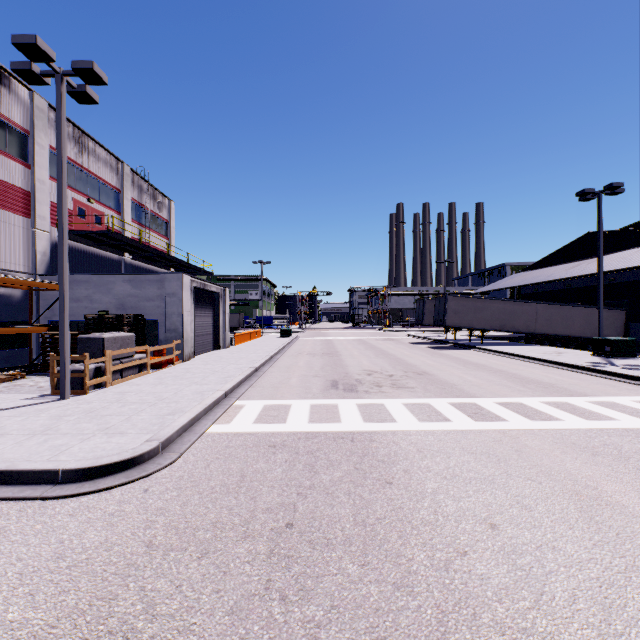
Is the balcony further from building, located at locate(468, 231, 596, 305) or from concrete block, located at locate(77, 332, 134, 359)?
concrete block, located at locate(77, 332, 134, 359)

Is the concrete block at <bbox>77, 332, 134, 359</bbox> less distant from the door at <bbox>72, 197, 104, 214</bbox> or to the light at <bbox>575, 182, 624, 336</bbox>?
the door at <bbox>72, 197, 104, 214</bbox>

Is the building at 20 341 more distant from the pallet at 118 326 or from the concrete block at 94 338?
the concrete block at 94 338

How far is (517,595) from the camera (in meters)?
3.03

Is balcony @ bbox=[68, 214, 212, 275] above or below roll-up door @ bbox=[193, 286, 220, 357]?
above

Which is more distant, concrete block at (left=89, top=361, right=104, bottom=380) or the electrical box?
the electrical box

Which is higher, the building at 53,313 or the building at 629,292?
the building at 629,292

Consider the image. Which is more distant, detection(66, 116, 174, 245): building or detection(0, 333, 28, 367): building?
detection(66, 116, 174, 245): building
